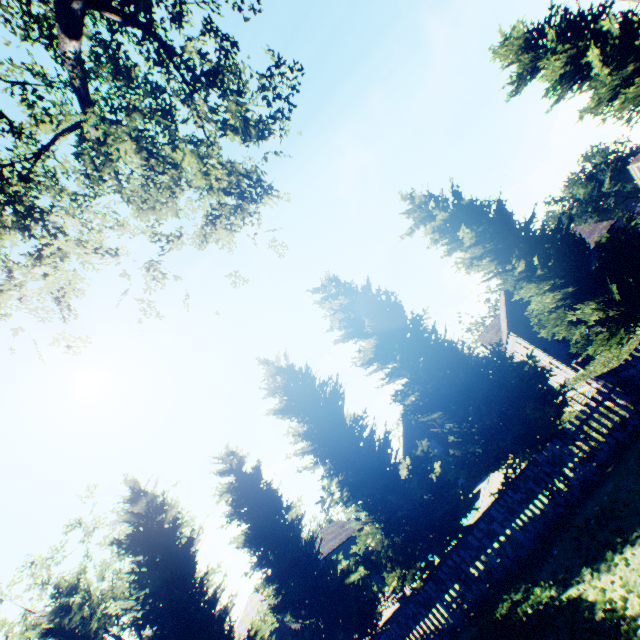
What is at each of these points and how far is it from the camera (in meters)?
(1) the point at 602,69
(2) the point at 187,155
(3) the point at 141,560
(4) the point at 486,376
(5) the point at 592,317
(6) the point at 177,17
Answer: (1) tree, 13.70
(2) tree, 7.11
(3) tree, 15.70
(4) tree, 10.28
(5) tree, 11.05
(6) tree, 9.41

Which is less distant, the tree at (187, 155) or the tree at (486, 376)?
the tree at (187, 155)

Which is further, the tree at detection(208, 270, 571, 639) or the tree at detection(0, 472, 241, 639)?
the tree at detection(0, 472, 241, 639)

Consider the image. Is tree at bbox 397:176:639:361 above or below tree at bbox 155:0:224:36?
below

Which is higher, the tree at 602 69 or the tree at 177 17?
the tree at 177 17

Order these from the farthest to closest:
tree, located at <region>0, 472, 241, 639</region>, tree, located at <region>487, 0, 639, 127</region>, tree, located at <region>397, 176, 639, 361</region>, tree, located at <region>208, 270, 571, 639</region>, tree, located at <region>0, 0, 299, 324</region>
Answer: tree, located at <region>0, 472, 241, 639</region>
tree, located at <region>487, 0, 639, 127</region>
tree, located at <region>397, 176, 639, 361</region>
tree, located at <region>208, 270, 571, 639</region>
tree, located at <region>0, 0, 299, 324</region>
